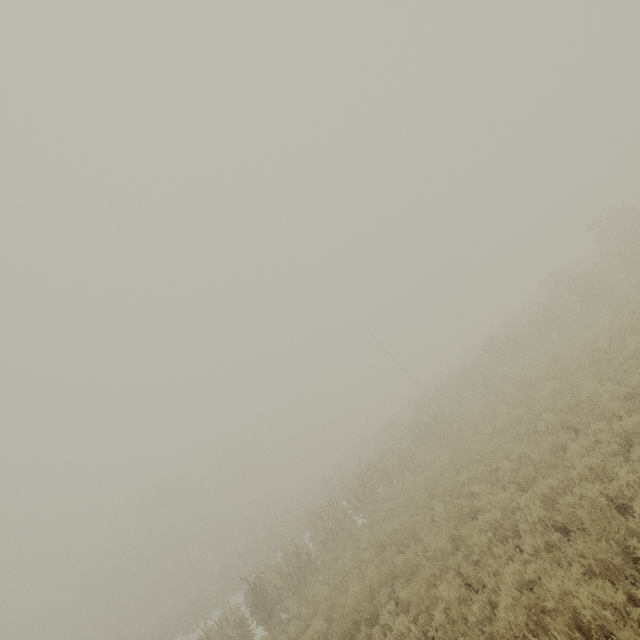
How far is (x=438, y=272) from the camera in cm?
4253
